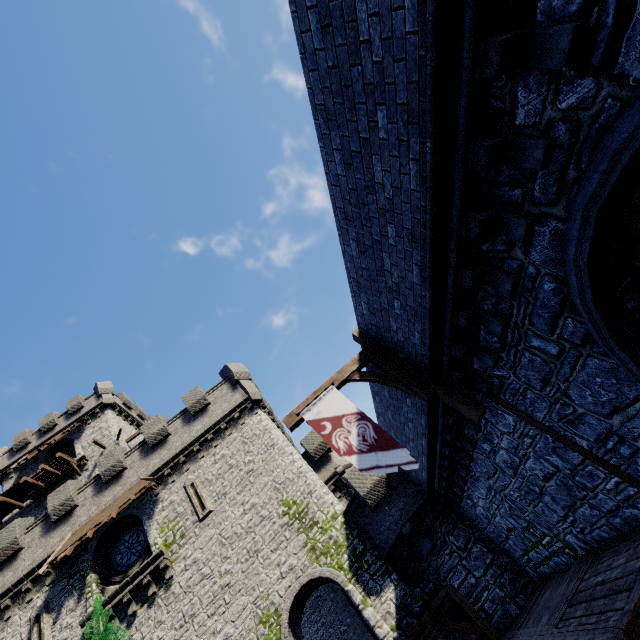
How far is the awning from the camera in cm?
1633

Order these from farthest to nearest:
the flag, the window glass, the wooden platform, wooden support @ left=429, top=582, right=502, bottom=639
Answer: the wooden platform
the window glass
wooden support @ left=429, top=582, right=502, bottom=639
the flag

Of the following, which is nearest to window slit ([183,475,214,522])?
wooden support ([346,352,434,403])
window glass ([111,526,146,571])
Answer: window glass ([111,526,146,571])

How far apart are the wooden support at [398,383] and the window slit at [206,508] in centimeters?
1348cm

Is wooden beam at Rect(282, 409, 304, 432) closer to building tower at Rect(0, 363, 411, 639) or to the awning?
building tower at Rect(0, 363, 411, 639)

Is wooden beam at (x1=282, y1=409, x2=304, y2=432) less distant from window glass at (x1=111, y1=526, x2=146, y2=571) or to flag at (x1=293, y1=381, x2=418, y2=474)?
flag at (x1=293, y1=381, x2=418, y2=474)

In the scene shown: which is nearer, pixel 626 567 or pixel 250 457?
pixel 626 567

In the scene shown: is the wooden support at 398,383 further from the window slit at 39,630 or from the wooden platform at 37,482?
the wooden platform at 37,482
